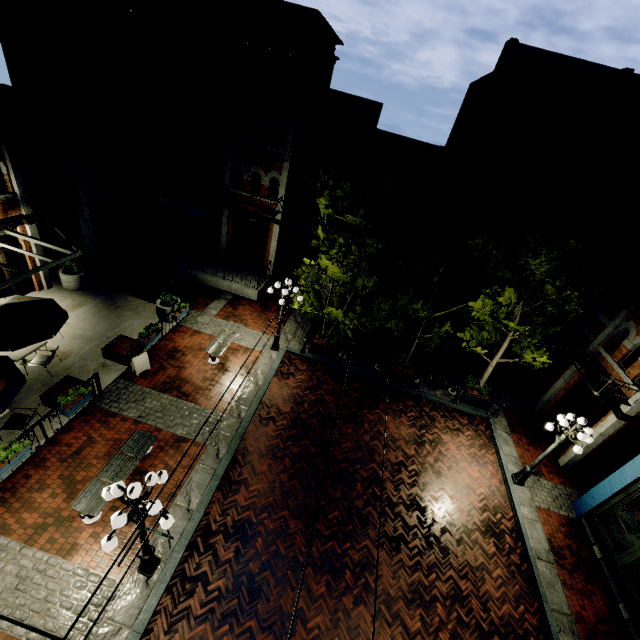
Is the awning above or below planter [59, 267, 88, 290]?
above

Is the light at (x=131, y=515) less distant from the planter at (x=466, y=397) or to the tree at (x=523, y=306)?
the tree at (x=523, y=306)

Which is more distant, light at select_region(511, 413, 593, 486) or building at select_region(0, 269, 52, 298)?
building at select_region(0, 269, 52, 298)

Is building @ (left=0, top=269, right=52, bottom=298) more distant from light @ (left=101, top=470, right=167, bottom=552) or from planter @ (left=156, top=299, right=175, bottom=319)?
light @ (left=101, top=470, right=167, bottom=552)

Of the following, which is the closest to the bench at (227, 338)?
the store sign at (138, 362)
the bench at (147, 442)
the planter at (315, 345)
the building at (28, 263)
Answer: the store sign at (138, 362)

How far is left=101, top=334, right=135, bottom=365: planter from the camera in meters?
11.9

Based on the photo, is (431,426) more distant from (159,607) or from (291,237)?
(291,237)

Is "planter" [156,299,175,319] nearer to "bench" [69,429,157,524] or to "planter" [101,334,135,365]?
"planter" [101,334,135,365]
